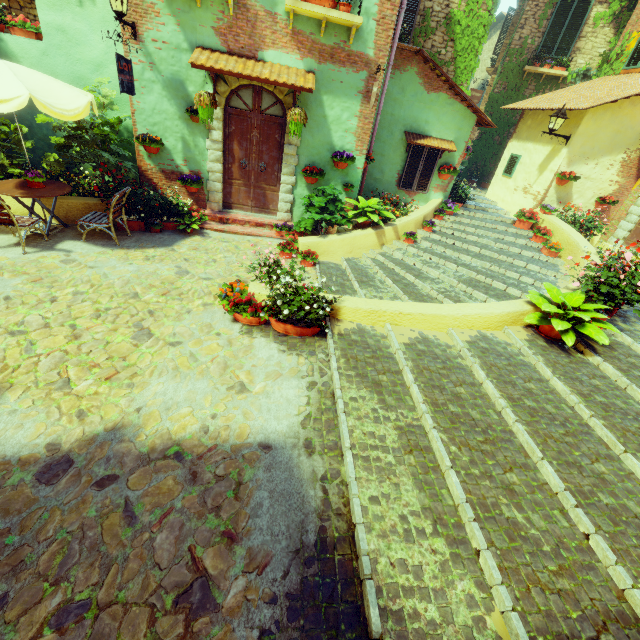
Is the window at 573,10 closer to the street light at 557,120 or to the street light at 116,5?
the street light at 557,120

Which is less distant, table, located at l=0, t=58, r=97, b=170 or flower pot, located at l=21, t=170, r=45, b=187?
table, located at l=0, t=58, r=97, b=170

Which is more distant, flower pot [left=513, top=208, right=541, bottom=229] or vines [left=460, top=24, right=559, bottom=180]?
vines [left=460, top=24, right=559, bottom=180]

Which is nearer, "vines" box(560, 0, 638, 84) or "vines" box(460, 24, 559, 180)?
"vines" box(560, 0, 638, 84)

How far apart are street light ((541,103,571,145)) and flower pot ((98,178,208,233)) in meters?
10.1 m

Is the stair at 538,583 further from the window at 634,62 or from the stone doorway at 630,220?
the window at 634,62

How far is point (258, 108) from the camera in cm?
741

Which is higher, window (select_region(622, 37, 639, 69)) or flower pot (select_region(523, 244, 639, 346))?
window (select_region(622, 37, 639, 69))
